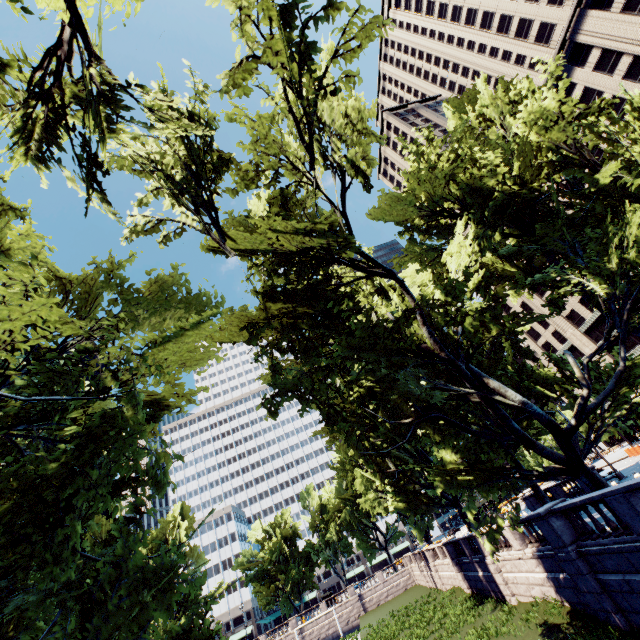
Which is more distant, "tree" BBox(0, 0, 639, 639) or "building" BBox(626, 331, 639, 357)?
"building" BBox(626, 331, 639, 357)

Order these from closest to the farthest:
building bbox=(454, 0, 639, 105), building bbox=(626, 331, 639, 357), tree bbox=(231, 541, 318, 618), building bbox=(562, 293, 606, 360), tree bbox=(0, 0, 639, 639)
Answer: tree bbox=(0, 0, 639, 639), building bbox=(454, 0, 639, 105), building bbox=(626, 331, 639, 357), building bbox=(562, 293, 606, 360), tree bbox=(231, 541, 318, 618)

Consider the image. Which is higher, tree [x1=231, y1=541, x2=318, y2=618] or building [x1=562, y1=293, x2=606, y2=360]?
building [x1=562, y1=293, x2=606, y2=360]

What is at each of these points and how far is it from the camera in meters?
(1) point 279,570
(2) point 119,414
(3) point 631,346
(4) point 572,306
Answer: (1) tree, 59.5 m
(2) tree, 6.7 m
(3) building, 50.9 m
(4) building, 57.7 m

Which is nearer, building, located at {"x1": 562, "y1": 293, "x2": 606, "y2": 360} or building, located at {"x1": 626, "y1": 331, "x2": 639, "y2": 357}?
building, located at {"x1": 626, "y1": 331, "x2": 639, "y2": 357}

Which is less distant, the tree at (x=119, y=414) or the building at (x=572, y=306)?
the tree at (x=119, y=414)

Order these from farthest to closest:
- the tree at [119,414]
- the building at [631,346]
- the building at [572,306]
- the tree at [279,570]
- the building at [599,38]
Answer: the tree at [279,570] → the building at [572,306] → the building at [631,346] → the building at [599,38] → the tree at [119,414]
